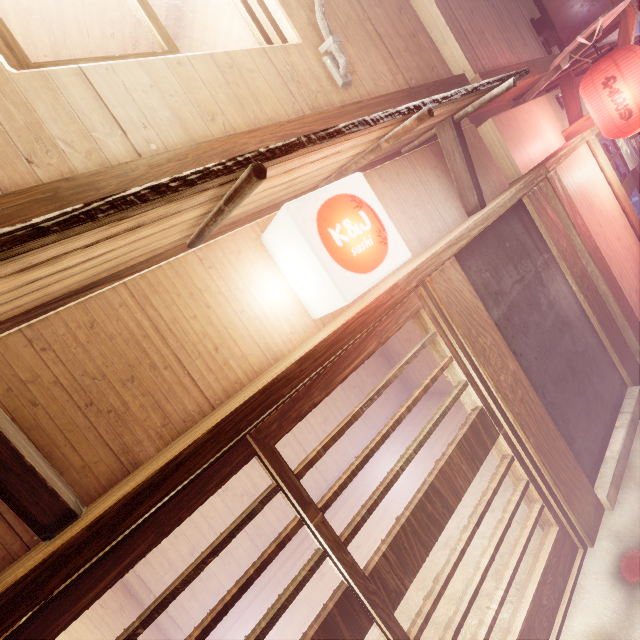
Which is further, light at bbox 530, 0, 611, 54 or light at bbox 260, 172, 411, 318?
light at bbox 530, 0, 611, 54

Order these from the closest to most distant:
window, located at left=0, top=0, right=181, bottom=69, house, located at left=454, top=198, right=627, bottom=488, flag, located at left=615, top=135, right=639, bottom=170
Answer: window, located at left=0, top=0, right=181, bottom=69 < house, located at left=454, top=198, right=627, bottom=488 < flag, located at left=615, top=135, right=639, bottom=170

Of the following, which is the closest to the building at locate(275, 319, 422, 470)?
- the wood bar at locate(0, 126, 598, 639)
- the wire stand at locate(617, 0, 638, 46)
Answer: the wood bar at locate(0, 126, 598, 639)

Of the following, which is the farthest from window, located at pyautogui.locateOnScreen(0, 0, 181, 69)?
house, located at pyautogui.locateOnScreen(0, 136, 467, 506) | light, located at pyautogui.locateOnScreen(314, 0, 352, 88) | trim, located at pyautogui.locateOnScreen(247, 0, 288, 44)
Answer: house, located at pyautogui.locateOnScreen(0, 136, 467, 506)

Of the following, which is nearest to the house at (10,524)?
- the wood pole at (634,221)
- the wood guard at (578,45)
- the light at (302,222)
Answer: the light at (302,222)

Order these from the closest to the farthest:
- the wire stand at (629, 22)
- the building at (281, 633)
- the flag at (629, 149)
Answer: the building at (281, 633) → the wire stand at (629, 22) → the flag at (629, 149)

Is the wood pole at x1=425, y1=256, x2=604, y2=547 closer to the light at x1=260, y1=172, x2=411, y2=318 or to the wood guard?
the light at x1=260, y1=172, x2=411, y2=318

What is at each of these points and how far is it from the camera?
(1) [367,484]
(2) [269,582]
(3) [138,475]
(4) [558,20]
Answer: (1) building, 10.0 meters
(2) building, 8.7 meters
(3) wood bar, 2.7 meters
(4) light, 10.2 meters
